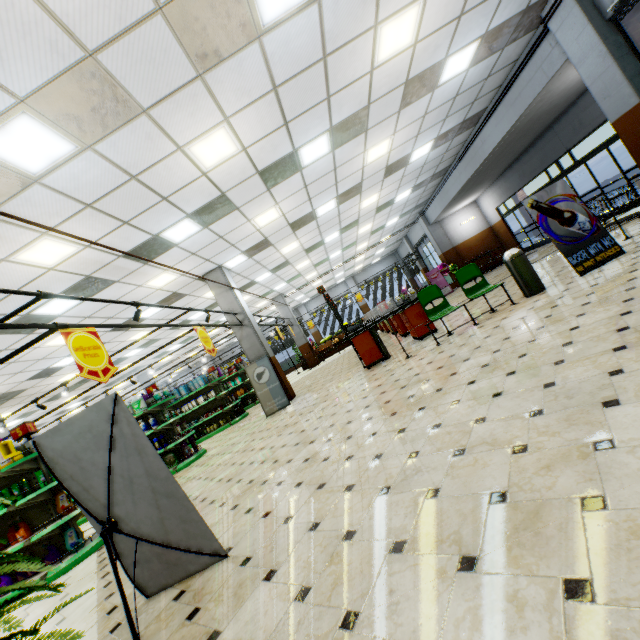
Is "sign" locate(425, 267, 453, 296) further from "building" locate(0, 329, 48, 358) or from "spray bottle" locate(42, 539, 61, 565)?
"spray bottle" locate(42, 539, 61, 565)

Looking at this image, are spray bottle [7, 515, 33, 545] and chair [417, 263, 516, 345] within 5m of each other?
no

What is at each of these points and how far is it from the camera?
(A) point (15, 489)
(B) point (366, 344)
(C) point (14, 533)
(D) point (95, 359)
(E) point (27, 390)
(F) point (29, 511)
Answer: (A) aerosol can, 5.36m
(B) checkout counter, 8.05m
(C) spray bottle, 5.36m
(D) sign, 4.08m
(E) building, 12.18m
(F) shelf, 5.61m

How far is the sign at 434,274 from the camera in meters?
17.9

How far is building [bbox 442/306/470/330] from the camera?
7.4m

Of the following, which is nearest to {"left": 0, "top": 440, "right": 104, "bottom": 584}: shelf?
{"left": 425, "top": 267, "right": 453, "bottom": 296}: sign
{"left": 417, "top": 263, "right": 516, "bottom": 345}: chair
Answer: {"left": 417, "top": 263, "right": 516, "bottom": 345}: chair

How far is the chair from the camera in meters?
6.3 m

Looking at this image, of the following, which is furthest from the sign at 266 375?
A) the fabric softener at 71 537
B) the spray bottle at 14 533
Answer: the spray bottle at 14 533
